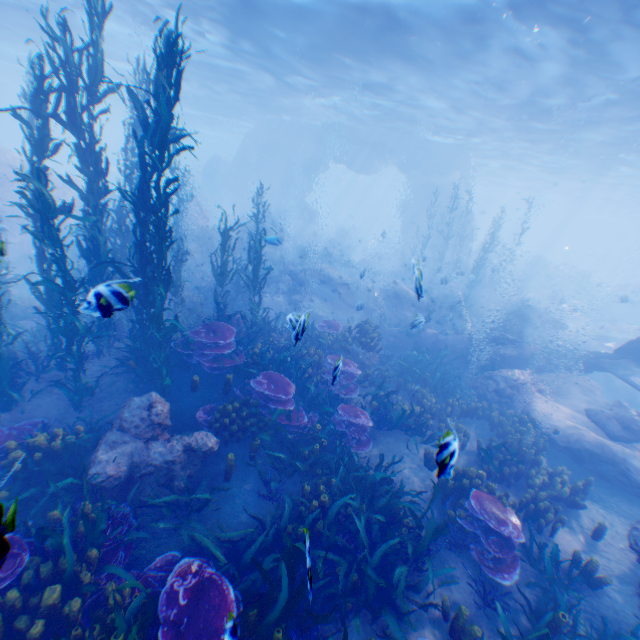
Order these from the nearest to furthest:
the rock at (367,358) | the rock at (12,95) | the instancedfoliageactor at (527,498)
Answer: the instancedfoliageactor at (527,498), the rock at (367,358), the rock at (12,95)

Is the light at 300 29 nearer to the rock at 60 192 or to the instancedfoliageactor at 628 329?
the rock at 60 192

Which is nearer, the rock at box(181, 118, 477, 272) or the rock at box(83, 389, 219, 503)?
the rock at box(83, 389, 219, 503)

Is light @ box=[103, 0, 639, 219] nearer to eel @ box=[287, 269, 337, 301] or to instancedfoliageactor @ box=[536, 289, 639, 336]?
instancedfoliageactor @ box=[536, 289, 639, 336]

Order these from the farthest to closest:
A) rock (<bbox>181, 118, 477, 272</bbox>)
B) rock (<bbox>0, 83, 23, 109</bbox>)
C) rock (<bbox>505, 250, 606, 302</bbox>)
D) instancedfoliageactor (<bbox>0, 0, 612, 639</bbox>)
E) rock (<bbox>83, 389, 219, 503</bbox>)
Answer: rock (<bbox>0, 83, 23, 109</bbox>)
rock (<bbox>505, 250, 606, 302</bbox>)
rock (<bbox>181, 118, 477, 272</bbox>)
rock (<bbox>83, 389, 219, 503</bbox>)
instancedfoliageactor (<bbox>0, 0, 612, 639</bbox>)

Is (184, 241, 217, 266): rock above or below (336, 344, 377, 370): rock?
above

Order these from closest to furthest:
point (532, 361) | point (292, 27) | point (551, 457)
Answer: point (551, 457), point (532, 361), point (292, 27)

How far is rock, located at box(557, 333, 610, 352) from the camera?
19.95m
